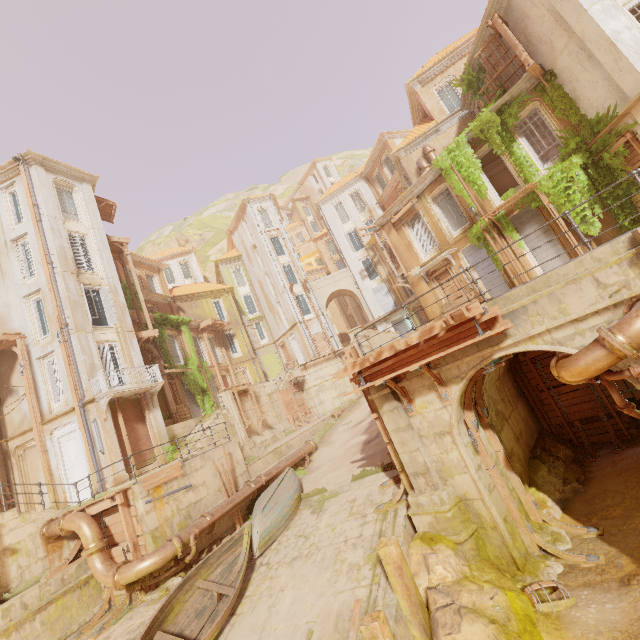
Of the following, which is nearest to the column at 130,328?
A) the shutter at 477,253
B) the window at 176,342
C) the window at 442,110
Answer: the window at 176,342

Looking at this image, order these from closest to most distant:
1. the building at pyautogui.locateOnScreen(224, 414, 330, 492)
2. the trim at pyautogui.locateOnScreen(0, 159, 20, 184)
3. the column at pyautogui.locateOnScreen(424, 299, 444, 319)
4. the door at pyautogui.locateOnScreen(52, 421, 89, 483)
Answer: the building at pyautogui.locateOnScreen(224, 414, 330, 492) < the door at pyautogui.locateOnScreen(52, 421, 89, 483) < the trim at pyautogui.locateOnScreen(0, 159, 20, 184) < the column at pyautogui.locateOnScreen(424, 299, 444, 319)

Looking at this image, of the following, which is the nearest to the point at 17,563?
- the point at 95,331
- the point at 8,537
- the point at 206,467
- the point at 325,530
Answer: the point at 8,537

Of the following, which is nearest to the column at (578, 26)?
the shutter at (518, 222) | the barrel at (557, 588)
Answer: the shutter at (518, 222)

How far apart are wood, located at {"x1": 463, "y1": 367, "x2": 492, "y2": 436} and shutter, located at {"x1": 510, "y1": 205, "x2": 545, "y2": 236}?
10.4m

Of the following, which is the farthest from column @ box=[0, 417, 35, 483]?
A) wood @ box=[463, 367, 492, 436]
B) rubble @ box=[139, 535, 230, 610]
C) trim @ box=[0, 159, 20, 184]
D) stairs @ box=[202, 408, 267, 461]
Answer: wood @ box=[463, 367, 492, 436]

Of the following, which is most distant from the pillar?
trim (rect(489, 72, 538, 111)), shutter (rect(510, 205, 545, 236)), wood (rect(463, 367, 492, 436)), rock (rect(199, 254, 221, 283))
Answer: rock (rect(199, 254, 221, 283))

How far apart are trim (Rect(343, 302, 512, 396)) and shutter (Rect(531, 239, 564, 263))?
11.4 meters
